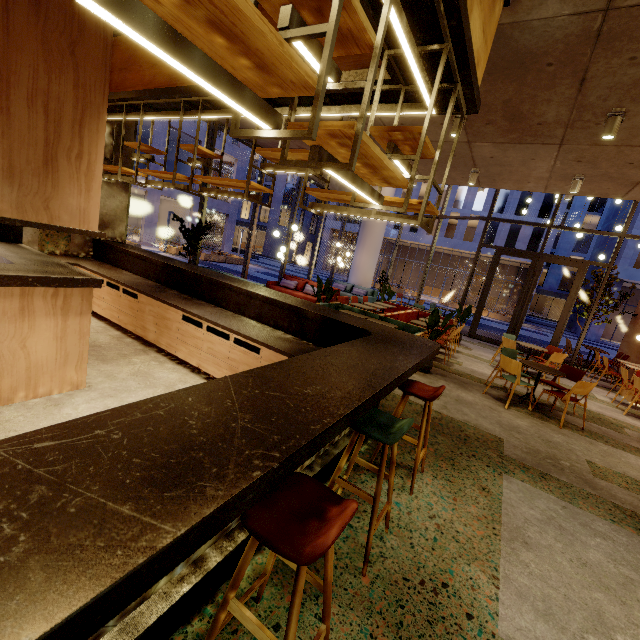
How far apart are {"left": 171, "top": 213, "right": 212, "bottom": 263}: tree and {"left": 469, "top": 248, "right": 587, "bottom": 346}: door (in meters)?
10.36

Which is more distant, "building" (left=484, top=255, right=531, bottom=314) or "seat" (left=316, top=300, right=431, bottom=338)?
"building" (left=484, top=255, right=531, bottom=314)

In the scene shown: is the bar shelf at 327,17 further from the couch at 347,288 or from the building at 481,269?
the building at 481,269

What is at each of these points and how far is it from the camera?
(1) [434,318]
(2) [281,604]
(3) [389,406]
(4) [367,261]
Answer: (1) tree, 6.57m
(2) building, 1.78m
(3) building, 4.67m
(4) column, 15.36m

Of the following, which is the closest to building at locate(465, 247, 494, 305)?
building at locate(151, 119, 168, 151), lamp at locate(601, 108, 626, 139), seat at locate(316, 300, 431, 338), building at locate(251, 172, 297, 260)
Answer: building at locate(251, 172, 297, 260)

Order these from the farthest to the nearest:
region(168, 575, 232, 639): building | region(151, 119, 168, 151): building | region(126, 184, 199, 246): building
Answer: region(126, 184, 199, 246): building
region(151, 119, 168, 151): building
region(168, 575, 232, 639): building

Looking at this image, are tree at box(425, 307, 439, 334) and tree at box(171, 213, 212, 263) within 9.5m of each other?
yes

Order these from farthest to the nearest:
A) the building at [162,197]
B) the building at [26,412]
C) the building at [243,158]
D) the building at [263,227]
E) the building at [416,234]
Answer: the building at [263,227] < the building at [416,234] < the building at [243,158] < the building at [162,197] < the building at [26,412]
